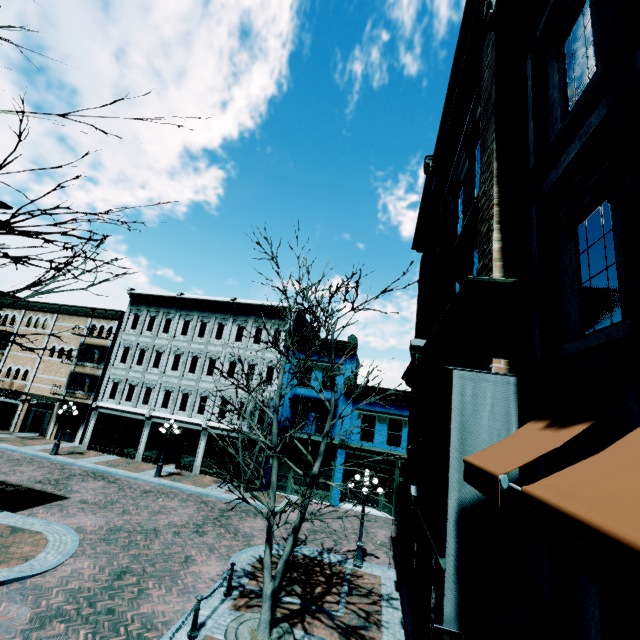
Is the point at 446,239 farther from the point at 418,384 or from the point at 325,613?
the point at 325,613

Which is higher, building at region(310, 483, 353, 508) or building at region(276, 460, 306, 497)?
building at region(276, 460, 306, 497)

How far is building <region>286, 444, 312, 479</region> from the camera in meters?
22.0

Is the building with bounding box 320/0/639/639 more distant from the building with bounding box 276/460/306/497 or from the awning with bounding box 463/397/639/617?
the building with bounding box 276/460/306/497

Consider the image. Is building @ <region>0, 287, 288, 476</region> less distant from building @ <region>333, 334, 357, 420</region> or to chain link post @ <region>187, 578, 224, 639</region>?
building @ <region>333, 334, 357, 420</region>

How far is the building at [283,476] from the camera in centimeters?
2173cm

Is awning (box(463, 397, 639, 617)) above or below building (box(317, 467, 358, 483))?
above

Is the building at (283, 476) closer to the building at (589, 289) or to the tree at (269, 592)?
the building at (589, 289)
